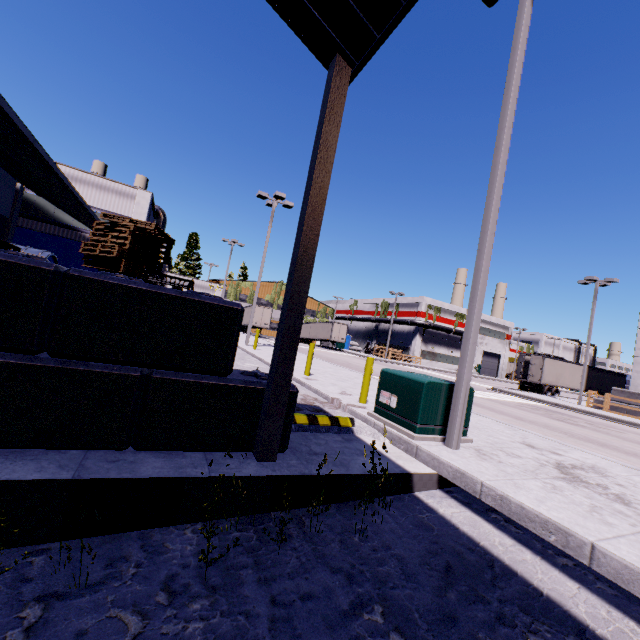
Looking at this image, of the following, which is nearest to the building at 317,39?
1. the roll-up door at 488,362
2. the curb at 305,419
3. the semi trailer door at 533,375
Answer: the roll-up door at 488,362

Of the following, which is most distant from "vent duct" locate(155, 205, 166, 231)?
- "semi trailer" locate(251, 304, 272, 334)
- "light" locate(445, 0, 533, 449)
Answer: "light" locate(445, 0, 533, 449)

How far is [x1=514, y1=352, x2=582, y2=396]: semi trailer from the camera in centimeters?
3158cm

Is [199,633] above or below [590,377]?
below

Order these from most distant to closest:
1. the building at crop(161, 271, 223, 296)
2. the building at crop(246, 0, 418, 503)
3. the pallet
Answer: the building at crop(161, 271, 223, 296), the pallet, the building at crop(246, 0, 418, 503)

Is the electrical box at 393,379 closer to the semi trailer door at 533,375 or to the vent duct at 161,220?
the vent duct at 161,220

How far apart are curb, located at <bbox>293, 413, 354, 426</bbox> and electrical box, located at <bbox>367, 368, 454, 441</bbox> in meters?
0.6 m

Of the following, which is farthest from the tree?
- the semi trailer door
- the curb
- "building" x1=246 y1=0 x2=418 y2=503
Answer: the curb
